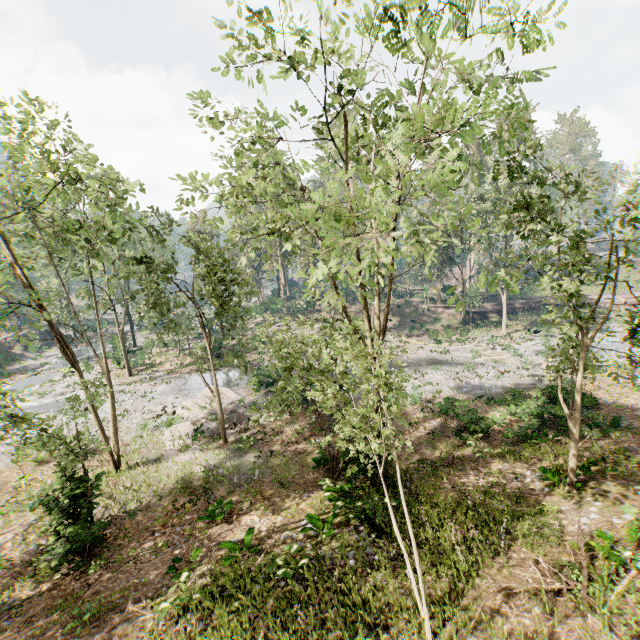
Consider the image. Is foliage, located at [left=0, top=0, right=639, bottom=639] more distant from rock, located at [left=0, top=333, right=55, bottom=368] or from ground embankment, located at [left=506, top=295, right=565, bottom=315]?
rock, located at [left=0, top=333, right=55, bottom=368]

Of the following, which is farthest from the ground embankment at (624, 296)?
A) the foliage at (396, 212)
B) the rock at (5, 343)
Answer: the rock at (5, 343)

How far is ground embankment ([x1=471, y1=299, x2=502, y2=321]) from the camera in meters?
A: 46.9

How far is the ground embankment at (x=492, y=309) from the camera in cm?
4686

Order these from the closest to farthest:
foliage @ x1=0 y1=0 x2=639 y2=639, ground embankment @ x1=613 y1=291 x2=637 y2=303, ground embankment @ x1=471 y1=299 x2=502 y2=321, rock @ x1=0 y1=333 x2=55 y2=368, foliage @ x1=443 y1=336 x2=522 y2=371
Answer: foliage @ x1=0 y1=0 x2=639 y2=639 → foliage @ x1=443 y1=336 x2=522 y2=371 → rock @ x1=0 y1=333 x2=55 y2=368 → ground embankment @ x1=613 y1=291 x2=637 y2=303 → ground embankment @ x1=471 y1=299 x2=502 y2=321

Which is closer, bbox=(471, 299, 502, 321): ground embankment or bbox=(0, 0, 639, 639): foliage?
bbox=(0, 0, 639, 639): foliage

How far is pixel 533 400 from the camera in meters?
18.9
